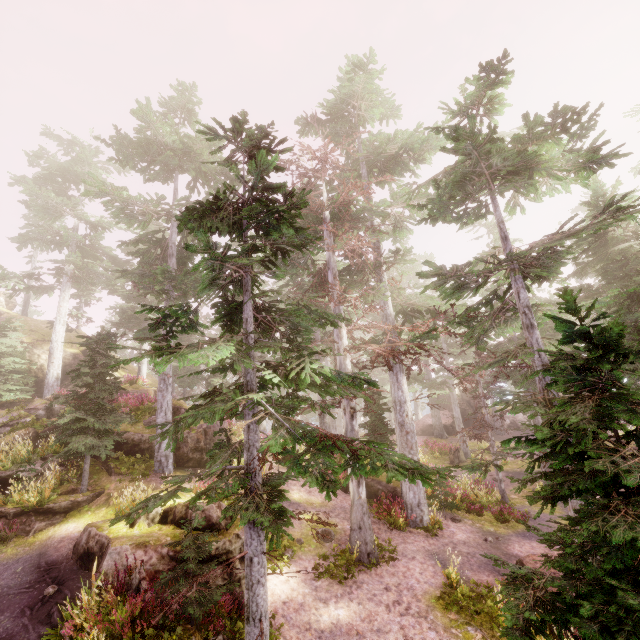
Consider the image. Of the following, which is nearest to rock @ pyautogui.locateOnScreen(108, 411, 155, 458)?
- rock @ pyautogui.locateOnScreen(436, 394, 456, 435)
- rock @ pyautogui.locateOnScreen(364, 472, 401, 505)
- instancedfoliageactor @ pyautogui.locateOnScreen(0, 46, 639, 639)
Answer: instancedfoliageactor @ pyautogui.locateOnScreen(0, 46, 639, 639)

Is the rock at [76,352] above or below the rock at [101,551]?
above

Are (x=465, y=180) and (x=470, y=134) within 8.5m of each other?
yes

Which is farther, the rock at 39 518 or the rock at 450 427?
the rock at 450 427

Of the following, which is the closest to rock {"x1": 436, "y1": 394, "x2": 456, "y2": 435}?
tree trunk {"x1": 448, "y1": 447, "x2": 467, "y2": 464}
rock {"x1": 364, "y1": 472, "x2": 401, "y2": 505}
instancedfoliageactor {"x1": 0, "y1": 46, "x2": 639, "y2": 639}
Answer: instancedfoliageactor {"x1": 0, "y1": 46, "x2": 639, "y2": 639}

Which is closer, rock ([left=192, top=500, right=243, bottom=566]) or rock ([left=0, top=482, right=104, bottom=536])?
A: rock ([left=192, top=500, right=243, bottom=566])

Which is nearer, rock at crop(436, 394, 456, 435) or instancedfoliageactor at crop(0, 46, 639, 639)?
instancedfoliageactor at crop(0, 46, 639, 639)

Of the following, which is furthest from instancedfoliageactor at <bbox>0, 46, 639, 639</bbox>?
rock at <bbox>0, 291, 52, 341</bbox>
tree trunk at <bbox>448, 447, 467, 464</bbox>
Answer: tree trunk at <bbox>448, 447, 467, 464</bbox>
